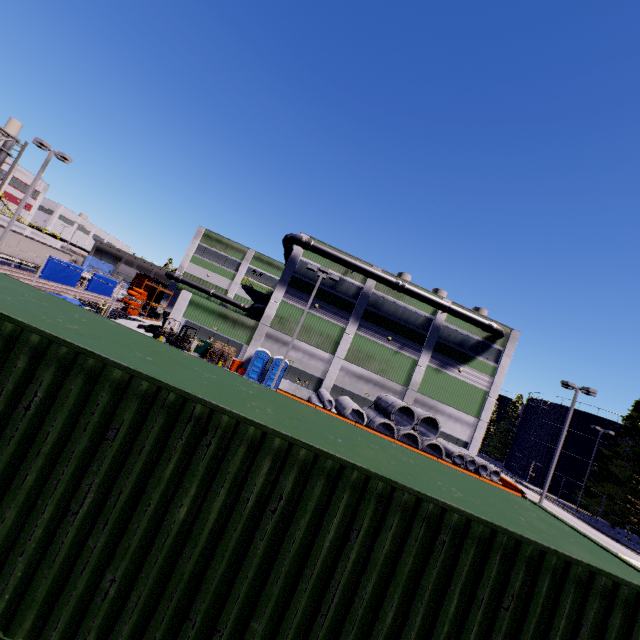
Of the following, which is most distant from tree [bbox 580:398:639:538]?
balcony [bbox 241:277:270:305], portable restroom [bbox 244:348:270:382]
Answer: balcony [bbox 241:277:270:305]

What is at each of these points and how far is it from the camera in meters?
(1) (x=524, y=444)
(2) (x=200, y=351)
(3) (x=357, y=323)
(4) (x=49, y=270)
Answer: (1) silo, 49.4
(2) electrical box, 29.3
(3) building, 32.0
(4) tarp, 25.1

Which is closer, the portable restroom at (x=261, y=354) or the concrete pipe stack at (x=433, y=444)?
the concrete pipe stack at (x=433, y=444)

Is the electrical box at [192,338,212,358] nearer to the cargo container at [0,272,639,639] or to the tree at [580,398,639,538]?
the cargo container at [0,272,639,639]

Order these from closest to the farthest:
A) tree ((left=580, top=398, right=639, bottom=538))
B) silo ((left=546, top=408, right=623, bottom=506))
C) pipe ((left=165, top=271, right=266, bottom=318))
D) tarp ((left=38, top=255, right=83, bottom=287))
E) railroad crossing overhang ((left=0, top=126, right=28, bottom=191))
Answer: railroad crossing overhang ((left=0, top=126, right=28, bottom=191)), tarp ((left=38, top=255, right=83, bottom=287)), tree ((left=580, top=398, right=639, bottom=538)), pipe ((left=165, top=271, right=266, bottom=318)), silo ((left=546, top=408, right=623, bottom=506))

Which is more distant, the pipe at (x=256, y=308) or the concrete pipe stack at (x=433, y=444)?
the pipe at (x=256, y=308)

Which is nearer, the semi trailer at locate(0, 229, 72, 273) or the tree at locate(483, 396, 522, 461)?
the semi trailer at locate(0, 229, 72, 273)

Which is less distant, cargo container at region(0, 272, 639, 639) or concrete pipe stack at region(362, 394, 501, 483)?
cargo container at region(0, 272, 639, 639)
